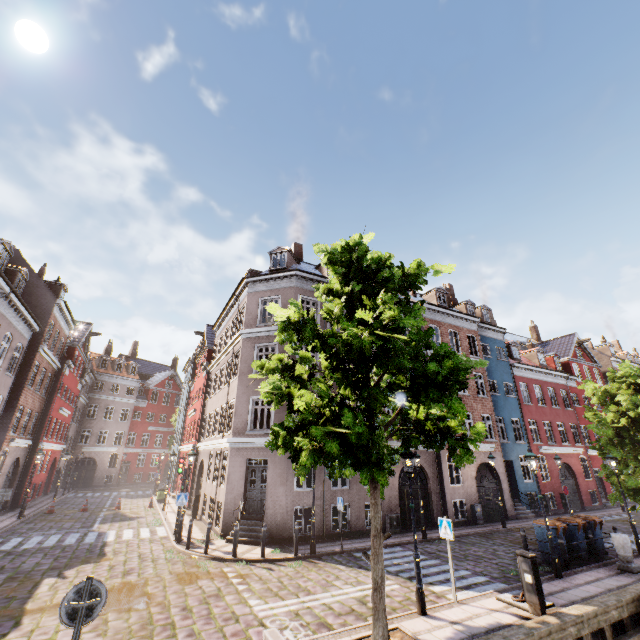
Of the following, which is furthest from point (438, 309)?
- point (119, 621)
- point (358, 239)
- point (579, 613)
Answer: point (119, 621)

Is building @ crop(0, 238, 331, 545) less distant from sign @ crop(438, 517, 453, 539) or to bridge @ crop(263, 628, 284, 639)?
sign @ crop(438, 517, 453, 539)

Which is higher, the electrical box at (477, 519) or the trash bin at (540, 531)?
the trash bin at (540, 531)

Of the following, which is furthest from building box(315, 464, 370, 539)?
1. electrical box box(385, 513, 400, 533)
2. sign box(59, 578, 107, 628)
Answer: sign box(59, 578, 107, 628)

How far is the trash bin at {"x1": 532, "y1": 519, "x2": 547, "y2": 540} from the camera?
12.2 meters

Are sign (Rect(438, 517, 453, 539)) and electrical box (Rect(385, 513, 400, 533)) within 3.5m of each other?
no

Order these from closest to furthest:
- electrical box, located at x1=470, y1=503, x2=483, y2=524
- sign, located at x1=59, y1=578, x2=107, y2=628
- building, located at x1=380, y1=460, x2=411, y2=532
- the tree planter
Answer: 1. sign, located at x1=59, y1=578, x2=107, y2=628
2. the tree planter
3. building, located at x1=380, y1=460, x2=411, y2=532
4. electrical box, located at x1=470, y1=503, x2=483, y2=524

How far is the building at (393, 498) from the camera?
17.1m
